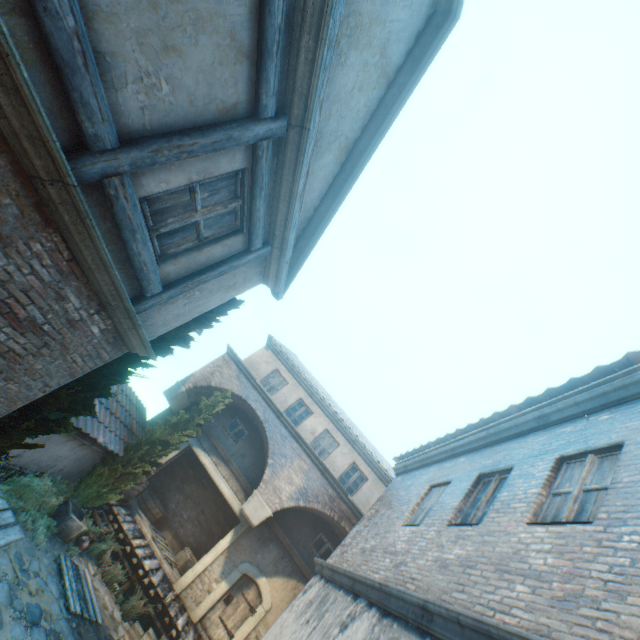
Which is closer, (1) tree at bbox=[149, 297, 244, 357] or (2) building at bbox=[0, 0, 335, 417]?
(2) building at bbox=[0, 0, 335, 417]

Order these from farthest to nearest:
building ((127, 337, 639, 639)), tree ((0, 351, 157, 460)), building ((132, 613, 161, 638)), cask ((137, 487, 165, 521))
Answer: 1. cask ((137, 487, 165, 521))
2. building ((132, 613, 161, 638))
3. tree ((0, 351, 157, 460))
4. building ((127, 337, 639, 639))

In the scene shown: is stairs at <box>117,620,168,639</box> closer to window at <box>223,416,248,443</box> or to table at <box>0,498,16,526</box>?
table at <box>0,498,16,526</box>

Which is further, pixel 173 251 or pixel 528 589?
pixel 173 251

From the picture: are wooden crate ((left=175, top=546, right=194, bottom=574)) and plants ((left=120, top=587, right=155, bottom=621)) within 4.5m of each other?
yes

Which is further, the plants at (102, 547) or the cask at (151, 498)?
the cask at (151, 498)

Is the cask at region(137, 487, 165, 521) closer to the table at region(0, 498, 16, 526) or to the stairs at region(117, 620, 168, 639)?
the stairs at region(117, 620, 168, 639)

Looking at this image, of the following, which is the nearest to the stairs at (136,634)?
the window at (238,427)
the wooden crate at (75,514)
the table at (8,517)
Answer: the wooden crate at (75,514)
